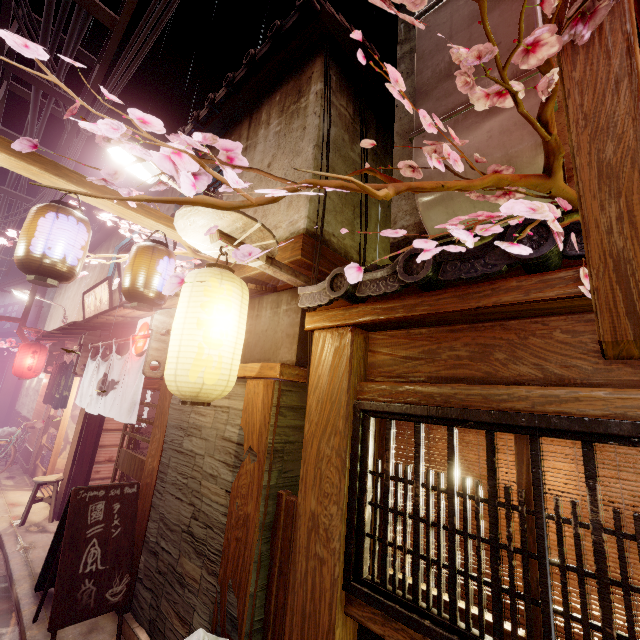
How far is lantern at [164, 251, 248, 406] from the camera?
4.5 meters

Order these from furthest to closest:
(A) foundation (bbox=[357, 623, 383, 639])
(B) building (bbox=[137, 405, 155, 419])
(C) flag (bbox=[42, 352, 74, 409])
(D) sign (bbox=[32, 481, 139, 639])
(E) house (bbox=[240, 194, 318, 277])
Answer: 1. (B) building (bbox=[137, 405, 155, 419])
2. (C) flag (bbox=[42, 352, 74, 409])
3. (E) house (bbox=[240, 194, 318, 277])
4. (D) sign (bbox=[32, 481, 139, 639])
5. (A) foundation (bbox=[357, 623, 383, 639])

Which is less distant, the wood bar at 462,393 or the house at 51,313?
the wood bar at 462,393

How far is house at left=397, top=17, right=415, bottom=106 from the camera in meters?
7.5

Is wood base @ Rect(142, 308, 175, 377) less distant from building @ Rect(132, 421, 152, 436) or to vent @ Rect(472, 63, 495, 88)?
building @ Rect(132, 421, 152, 436)

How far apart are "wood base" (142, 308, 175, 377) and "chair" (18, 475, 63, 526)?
7.70m

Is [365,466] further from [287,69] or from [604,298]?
[287,69]

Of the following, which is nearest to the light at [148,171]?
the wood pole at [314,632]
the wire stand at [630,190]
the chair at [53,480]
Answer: the wood pole at [314,632]
